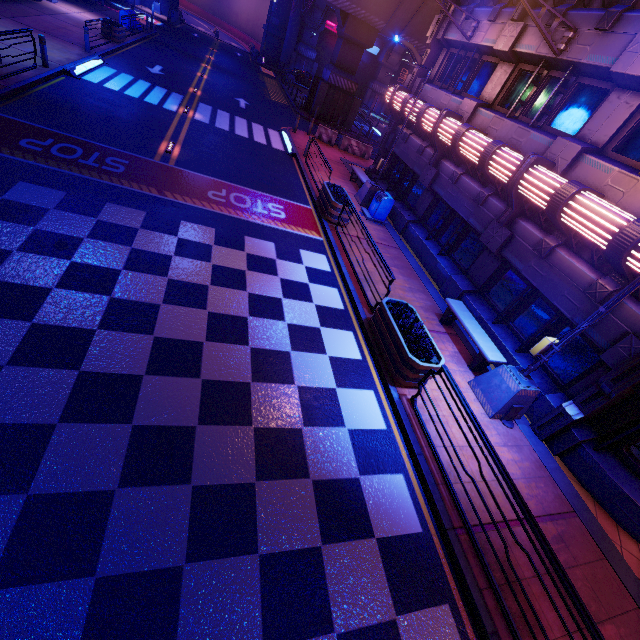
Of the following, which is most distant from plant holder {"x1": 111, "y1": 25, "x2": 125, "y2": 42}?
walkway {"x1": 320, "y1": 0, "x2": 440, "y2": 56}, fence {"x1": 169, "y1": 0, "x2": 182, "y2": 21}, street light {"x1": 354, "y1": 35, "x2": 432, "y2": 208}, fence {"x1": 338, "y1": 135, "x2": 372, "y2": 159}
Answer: fence {"x1": 169, "y1": 0, "x2": 182, "y2": 21}

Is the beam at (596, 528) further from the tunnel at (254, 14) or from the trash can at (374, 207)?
the tunnel at (254, 14)

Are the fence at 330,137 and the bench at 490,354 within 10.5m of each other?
no

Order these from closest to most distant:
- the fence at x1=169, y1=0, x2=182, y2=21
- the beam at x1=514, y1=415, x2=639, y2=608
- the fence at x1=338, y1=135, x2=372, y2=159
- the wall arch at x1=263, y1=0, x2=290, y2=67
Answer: the beam at x1=514, y1=415, x2=639, y2=608, the fence at x1=338, y1=135, x2=372, y2=159, the fence at x1=169, y1=0, x2=182, y2=21, the wall arch at x1=263, y1=0, x2=290, y2=67

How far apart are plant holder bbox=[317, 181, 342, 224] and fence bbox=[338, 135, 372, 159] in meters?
11.5 m

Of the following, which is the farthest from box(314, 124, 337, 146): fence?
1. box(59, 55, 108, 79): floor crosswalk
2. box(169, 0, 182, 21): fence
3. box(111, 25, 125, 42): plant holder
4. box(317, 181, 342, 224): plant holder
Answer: box(169, 0, 182, 21): fence

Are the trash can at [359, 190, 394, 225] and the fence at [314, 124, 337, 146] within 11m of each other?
yes

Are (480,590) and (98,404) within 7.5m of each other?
Result: yes
